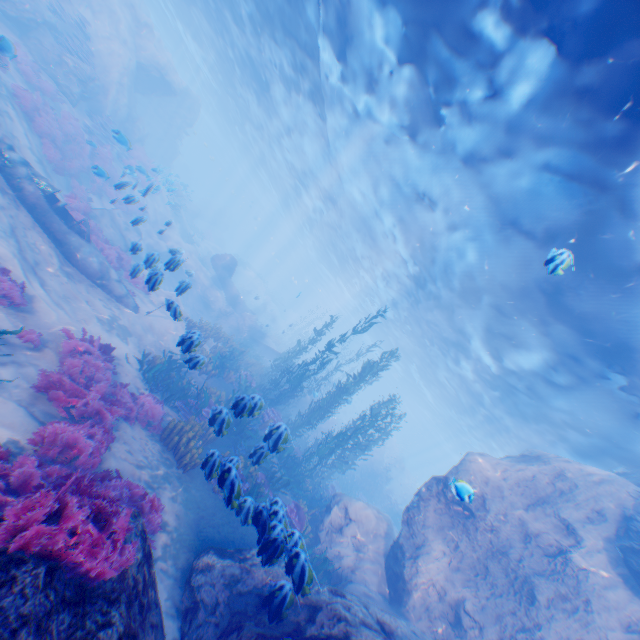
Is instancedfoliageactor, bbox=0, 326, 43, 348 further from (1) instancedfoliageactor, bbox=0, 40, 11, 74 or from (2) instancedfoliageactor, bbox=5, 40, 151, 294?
(2) instancedfoliageactor, bbox=5, 40, 151, 294

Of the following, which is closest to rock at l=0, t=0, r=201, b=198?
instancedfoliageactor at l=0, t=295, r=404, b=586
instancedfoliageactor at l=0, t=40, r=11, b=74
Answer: instancedfoliageactor at l=0, t=295, r=404, b=586

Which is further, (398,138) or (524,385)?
(524,385)

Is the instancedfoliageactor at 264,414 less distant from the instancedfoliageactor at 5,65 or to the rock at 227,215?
the rock at 227,215

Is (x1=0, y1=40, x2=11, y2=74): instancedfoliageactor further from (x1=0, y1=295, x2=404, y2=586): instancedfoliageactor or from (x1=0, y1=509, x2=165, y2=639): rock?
(x1=0, y1=295, x2=404, y2=586): instancedfoliageactor

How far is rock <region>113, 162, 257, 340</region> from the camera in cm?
894

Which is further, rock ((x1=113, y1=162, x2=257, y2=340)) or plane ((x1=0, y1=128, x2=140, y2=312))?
plane ((x1=0, y1=128, x2=140, y2=312))

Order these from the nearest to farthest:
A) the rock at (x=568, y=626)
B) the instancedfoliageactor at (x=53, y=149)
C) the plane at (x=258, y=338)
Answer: the rock at (x=568, y=626)
the instancedfoliageactor at (x=53, y=149)
the plane at (x=258, y=338)
